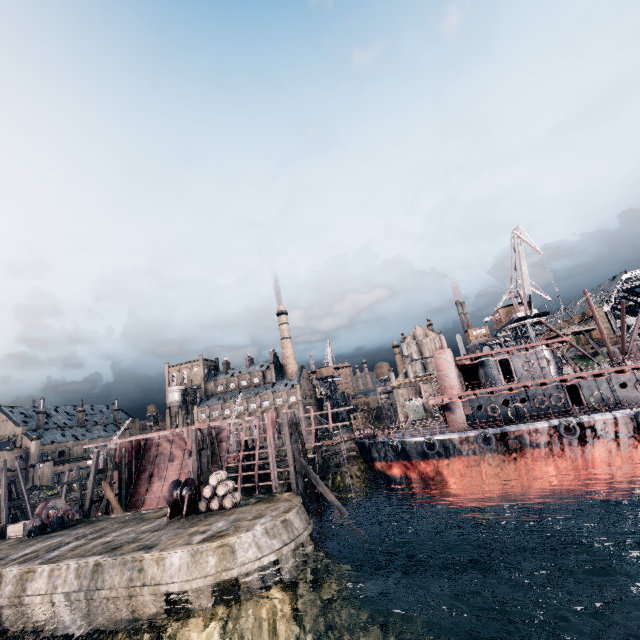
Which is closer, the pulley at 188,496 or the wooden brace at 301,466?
the pulley at 188,496

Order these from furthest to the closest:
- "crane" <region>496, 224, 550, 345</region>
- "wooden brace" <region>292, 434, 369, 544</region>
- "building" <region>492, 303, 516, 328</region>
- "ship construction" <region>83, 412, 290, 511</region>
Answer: "building" <region>492, 303, 516, 328</region> < "crane" <region>496, 224, 550, 345</region> < "ship construction" <region>83, 412, 290, 511</region> < "wooden brace" <region>292, 434, 369, 544</region>

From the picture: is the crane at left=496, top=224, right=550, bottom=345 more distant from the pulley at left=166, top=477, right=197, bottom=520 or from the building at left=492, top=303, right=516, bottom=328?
the pulley at left=166, top=477, right=197, bottom=520

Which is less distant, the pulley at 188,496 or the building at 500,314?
the pulley at 188,496

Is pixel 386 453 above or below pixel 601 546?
above

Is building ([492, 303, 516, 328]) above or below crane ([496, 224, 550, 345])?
above

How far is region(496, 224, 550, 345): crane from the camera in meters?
47.5 m

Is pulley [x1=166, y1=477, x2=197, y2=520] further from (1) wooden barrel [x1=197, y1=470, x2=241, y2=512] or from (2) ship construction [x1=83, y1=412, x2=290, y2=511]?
(2) ship construction [x1=83, y1=412, x2=290, y2=511]
